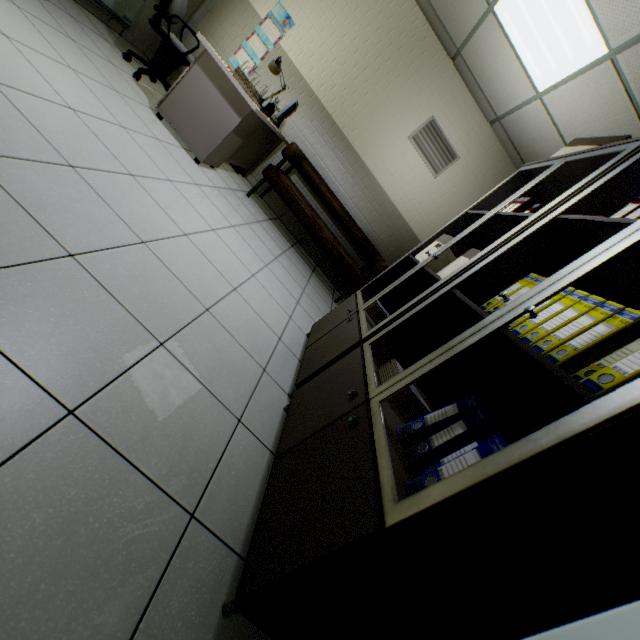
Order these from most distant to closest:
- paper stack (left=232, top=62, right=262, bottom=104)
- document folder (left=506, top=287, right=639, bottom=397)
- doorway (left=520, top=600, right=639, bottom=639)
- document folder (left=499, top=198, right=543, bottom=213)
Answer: paper stack (left=232, top=62, right=262, bottom=104)
document folder (left=499, top=198, right=543, bottom=213)
document folder (left=506, top=287, right=639, bottom=397)
doorway (left=520, top=600, right=639, bottom=639)

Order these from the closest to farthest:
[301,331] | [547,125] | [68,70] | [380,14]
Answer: [68,70] < [301,331] < [547,125] < [380,14]

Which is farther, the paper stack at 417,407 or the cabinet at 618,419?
the paper stack at 417,407

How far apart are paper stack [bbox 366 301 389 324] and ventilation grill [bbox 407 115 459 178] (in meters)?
3.32

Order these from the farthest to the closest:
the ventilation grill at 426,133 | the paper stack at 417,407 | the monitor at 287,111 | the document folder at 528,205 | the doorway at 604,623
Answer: the ventilation grill at 426,133
the monitor at 287,111
the document folder at 528,205
the paper stack at 417,407
the doorway at 604,623

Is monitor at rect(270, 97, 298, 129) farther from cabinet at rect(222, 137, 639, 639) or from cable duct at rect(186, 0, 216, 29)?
cabinet at rect(222, 137, 639, 639)

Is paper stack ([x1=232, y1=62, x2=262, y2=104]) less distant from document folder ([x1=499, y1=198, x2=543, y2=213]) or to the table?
the table

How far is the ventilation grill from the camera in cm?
475
